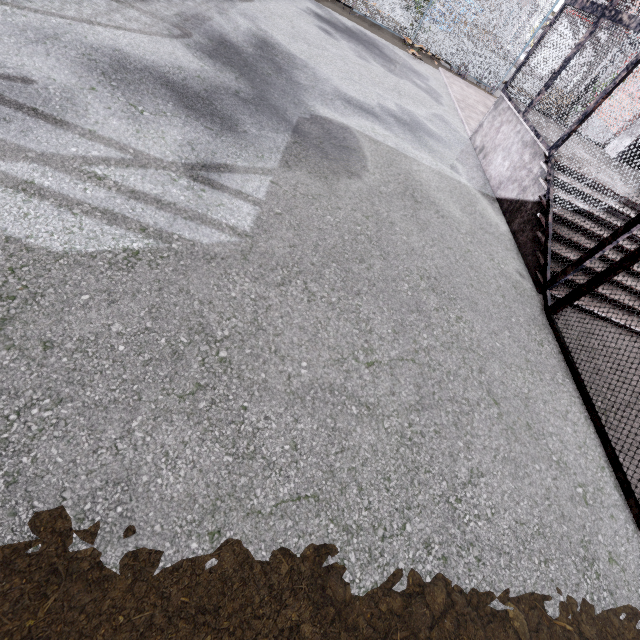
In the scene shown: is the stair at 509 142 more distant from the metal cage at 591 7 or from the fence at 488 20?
the fence at 488 20

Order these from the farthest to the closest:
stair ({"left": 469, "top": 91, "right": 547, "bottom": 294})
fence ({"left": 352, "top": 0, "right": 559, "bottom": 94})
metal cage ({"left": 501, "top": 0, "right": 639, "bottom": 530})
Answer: fence ({"left": 352, "top": 0, "right": 559, "bottom": 94})
stair ({"left": 469, "top": 91, "right": 547, "bottom": 294})
metal cage ({"left": 501, "top": 0, "right": 639, "bottom": 530})

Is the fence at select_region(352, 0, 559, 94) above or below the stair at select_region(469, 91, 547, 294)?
above

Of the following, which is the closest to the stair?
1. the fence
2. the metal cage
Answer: the metal cage

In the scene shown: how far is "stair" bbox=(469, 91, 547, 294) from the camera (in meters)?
4.66

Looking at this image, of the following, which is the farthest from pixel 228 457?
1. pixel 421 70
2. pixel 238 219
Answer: pixel 421 70

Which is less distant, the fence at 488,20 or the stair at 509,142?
the stair at 509,142

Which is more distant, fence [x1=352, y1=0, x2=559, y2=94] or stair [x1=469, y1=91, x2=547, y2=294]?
fence [x1=352, y1=0, x2=559, y2=94]
